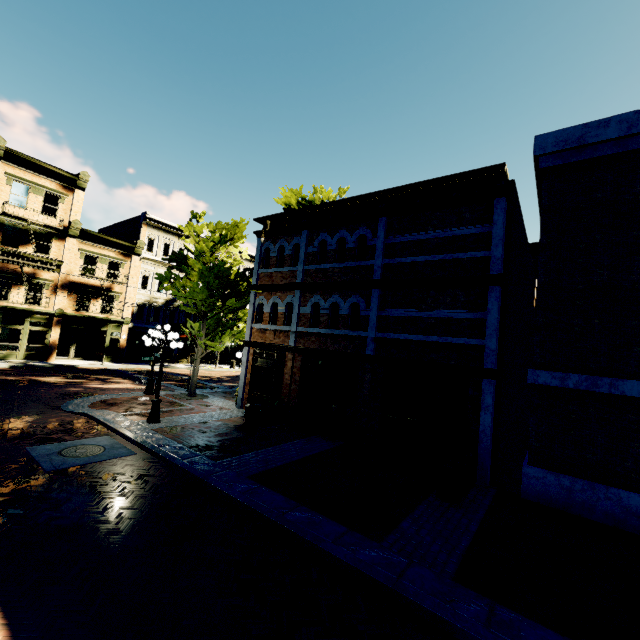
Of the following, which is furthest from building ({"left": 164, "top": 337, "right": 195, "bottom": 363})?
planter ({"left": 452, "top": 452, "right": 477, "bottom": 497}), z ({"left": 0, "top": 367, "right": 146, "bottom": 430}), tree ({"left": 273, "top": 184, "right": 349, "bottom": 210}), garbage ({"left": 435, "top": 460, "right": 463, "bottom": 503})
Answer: planter ({"left": 452, "top": 452, "right": 477, "bottom": 497})

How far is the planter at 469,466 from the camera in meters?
8.3 m

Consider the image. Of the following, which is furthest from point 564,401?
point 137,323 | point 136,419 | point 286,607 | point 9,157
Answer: point 9,157

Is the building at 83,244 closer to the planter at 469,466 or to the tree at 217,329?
the tree at 217,329

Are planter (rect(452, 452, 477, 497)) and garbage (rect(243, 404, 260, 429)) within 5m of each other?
no

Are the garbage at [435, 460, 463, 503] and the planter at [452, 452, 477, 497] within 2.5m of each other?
yes

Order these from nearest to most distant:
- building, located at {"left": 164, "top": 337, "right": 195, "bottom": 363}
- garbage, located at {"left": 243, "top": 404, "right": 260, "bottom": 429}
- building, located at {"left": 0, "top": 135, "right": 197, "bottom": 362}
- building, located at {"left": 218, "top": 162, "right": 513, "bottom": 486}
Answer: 1. building, located at {"left": 218, "top": 162, "right": 513, "bottom": 486}
2. garbage, located at {"left": 243, "top": 404, "right": 260, "bottom": 429}
3. building, located at {"left": 0, "top": 135, "right": 197, "bottom": 362}
4. building, located at {"left": 164, "top": 337, "right": 195, "bottom": 363}

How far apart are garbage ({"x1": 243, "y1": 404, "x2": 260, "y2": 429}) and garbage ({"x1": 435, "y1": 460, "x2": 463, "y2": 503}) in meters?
6.8 m
